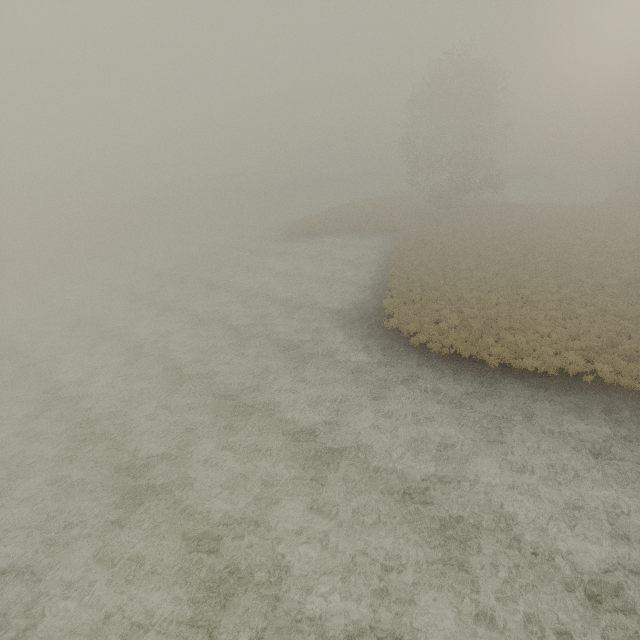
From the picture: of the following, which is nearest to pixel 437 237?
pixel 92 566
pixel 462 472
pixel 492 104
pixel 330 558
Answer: pixel 492 104
